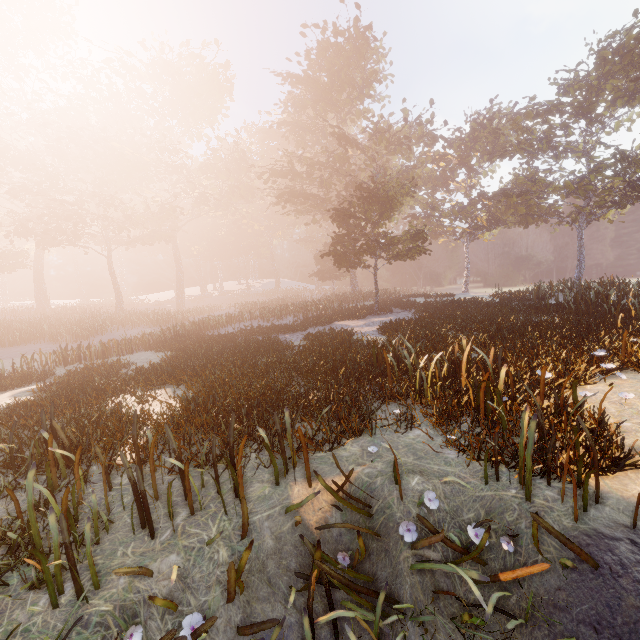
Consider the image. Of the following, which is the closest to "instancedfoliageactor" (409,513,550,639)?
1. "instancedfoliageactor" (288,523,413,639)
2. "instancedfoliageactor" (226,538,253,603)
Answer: "instancedfoliageactor" (288,523,413,639)

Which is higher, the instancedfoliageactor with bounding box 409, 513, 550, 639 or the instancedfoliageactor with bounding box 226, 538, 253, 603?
the instancedfoliageactor with bounding box 226, 538, 253, 603

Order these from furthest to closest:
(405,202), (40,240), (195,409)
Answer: (40,240)
(405,202)
(195,409)

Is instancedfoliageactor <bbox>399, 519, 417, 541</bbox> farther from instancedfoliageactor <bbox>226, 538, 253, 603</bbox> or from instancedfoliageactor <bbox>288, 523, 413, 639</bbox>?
instancedfoliageactor <bbox>226, 538, 253, 603</bbox>

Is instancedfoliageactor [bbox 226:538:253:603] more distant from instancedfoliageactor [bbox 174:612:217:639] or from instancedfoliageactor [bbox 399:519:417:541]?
instancedfoliageactor [bbox 399:519:417:541]

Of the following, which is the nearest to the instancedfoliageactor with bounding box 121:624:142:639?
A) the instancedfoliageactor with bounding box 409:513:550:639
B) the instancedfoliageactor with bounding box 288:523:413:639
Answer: the instancedfoliageactor with bounding box 288:523:413:639

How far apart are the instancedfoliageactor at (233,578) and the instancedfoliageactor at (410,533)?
1.53m

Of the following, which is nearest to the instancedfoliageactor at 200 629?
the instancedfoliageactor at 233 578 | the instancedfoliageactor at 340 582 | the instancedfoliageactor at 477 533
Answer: the instancedfoliageactor at 233 578
